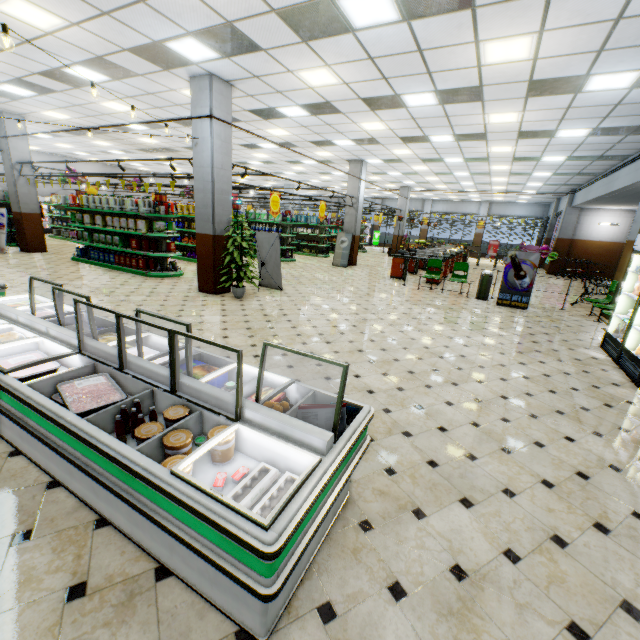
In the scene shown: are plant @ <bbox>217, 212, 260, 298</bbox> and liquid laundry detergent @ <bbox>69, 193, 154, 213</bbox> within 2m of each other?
no

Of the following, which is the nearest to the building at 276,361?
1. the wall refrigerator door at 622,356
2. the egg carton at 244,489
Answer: the wall refrigerator door at 622,356

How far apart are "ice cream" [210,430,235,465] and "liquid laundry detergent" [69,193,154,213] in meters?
11.0 m

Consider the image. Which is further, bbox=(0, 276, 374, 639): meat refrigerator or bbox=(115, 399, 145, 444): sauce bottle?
bbox=(115, 399, 145, 444): sauce bottle

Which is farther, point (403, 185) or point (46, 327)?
point (403, 185)

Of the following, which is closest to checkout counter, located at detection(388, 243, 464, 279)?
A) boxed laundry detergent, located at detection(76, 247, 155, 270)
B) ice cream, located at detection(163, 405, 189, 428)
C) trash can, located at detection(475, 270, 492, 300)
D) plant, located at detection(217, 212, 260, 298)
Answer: trash can, located at detection(475, 270, 492, 300)

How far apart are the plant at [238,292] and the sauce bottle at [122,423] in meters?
5.9

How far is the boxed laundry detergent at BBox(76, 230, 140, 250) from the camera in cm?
1022
